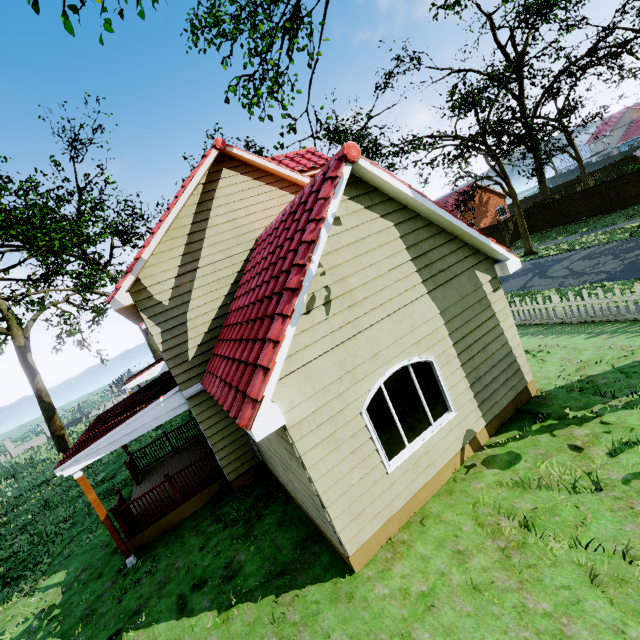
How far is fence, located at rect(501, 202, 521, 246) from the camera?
27.77m

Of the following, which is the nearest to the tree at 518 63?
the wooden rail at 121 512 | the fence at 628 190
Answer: the fence at 628 190

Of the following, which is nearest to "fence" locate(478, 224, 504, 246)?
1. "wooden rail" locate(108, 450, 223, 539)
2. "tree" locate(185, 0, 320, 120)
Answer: "tree" locate(185, 0, 320, 120)

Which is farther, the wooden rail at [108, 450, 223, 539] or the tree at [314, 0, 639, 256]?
the tree at [314, 0, 639, 256]

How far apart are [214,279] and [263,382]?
5.76m

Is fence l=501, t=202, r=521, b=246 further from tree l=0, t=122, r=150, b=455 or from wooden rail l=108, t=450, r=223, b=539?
wooden rail l=108, t=450, r=223, b=539

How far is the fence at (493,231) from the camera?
27.81m
